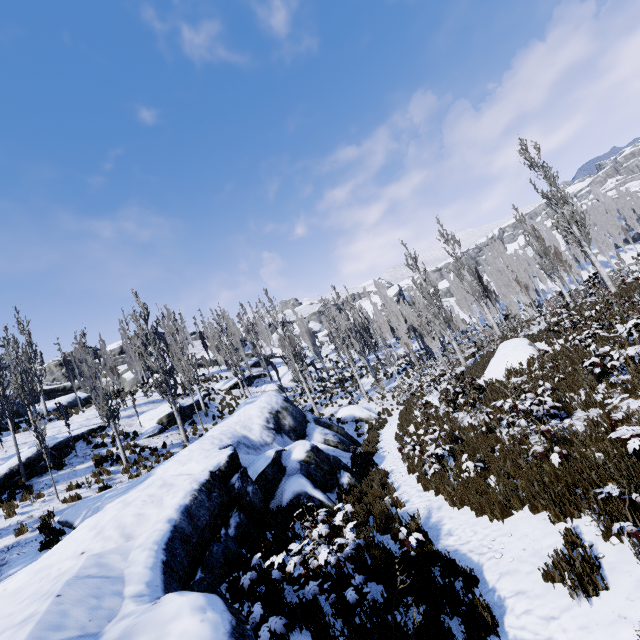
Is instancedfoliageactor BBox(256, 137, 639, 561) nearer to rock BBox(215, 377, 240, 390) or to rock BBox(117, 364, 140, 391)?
rock BBox(215, 377, 240, 390)

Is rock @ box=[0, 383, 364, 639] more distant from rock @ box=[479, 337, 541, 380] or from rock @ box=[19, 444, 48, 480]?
rock @ box=[479, 337, 541, 380]

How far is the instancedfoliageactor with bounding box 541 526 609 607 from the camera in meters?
4.1

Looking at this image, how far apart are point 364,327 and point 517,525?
28.7m

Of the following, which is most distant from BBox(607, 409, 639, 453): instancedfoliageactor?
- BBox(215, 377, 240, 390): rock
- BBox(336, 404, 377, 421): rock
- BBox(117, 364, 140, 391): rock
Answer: BBox(117, 364, 140, 391): rock

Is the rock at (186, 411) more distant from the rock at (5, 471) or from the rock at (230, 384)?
the rock at (5, 471)

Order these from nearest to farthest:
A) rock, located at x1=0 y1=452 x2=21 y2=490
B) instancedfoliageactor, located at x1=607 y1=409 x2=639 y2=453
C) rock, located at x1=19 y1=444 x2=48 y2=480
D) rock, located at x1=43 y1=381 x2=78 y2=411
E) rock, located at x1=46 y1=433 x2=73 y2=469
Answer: instancedfoliageactor, located at x1=607 y1=409 x2=639 y2=453, rock, located at x1=0 y1=452 x2=21 y2=490, rock, located at x1=19 y1=444 x2=48 y2=480, rock, located at x1=46 y1=433 x2=73 y2=469, rock, located at x1=43 y1=381 x2=78 y2=411

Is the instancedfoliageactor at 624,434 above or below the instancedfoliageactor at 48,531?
below
